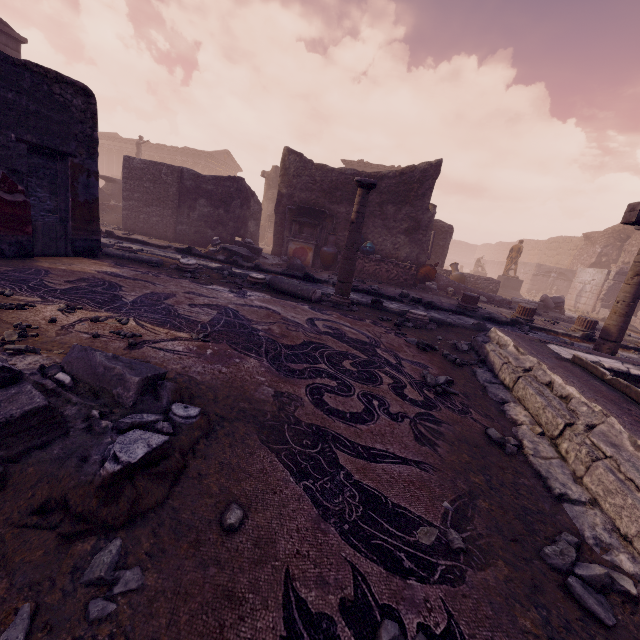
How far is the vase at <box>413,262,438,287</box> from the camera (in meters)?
11.52

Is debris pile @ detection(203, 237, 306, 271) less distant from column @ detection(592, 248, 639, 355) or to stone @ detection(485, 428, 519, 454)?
column @ detection(592, 248, 639, 355)

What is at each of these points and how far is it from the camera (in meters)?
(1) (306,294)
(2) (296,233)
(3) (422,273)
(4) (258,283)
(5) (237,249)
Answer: (1) column piece, 6.40
(2) altar, 12.24
(3) vase, 11.54
(4) column base, 6.87
(5) debris pile, 10.77

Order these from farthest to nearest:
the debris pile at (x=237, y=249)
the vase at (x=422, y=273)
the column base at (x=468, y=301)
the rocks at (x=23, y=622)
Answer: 1. the vase at (x=422, y=273)
2. the debris pile at (x=237, y=249)
3. the column base at (x=468, y=301)
4. the rocks at (x=23, y=622)

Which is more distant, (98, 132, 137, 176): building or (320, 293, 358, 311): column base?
(98, 132, 137, 176): building

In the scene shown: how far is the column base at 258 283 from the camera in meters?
6.8 m

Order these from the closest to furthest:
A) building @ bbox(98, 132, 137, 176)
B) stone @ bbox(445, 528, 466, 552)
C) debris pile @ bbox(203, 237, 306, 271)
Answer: stone @ bbox(445, 528, 466, 552) < debris pile @ bbox(203, 237, 306, 271) < building @ bbox(98, 132, 137, 176)

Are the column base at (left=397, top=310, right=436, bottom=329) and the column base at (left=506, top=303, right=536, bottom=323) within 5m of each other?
yes
